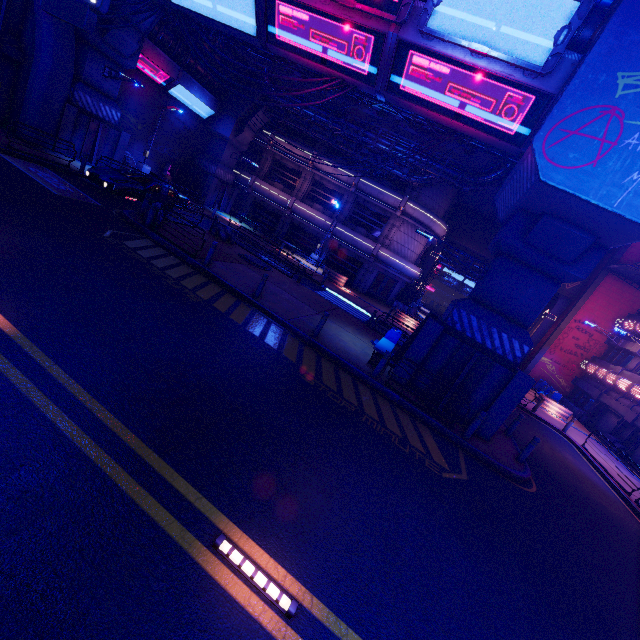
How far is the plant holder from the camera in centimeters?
2336cm

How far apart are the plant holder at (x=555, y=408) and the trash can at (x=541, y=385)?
5.2m

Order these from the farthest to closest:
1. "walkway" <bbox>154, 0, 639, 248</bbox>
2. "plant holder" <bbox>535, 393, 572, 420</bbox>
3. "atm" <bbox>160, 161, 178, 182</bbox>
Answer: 1. "atm" <bbox>160, 161, 178, 182</bbox>
2. "plant holder" <bbox>535, 393, 572, 420</bbox>
3. "walkway" <bbox>154, 0, 639, 248</bbox>

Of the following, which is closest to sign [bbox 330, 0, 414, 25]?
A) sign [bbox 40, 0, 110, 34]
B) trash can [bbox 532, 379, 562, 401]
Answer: sign [bbox 40, 0, 110, 34]

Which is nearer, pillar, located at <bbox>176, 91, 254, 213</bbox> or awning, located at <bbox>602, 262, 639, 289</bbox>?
awning, located at <bbox>602, 262, 639, 289</bbox>

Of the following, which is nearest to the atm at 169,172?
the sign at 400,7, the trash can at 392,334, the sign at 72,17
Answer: the sign at 72,17

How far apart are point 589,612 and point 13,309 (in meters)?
12.32

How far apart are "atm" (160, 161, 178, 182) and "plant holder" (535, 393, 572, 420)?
35.8m
